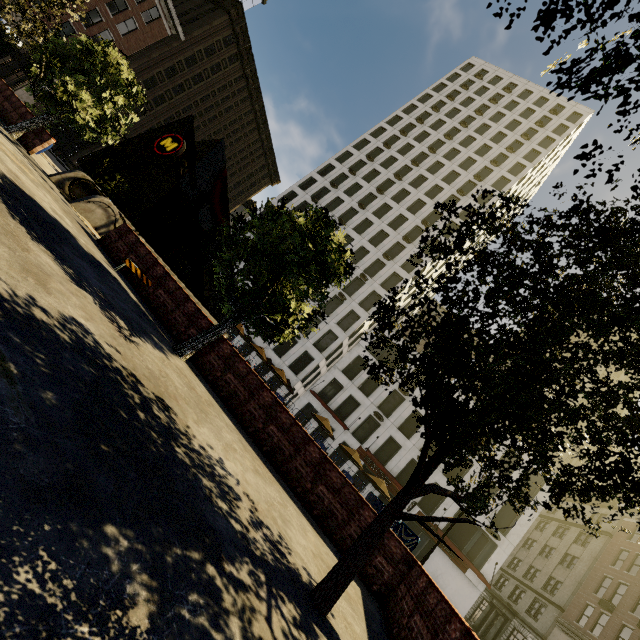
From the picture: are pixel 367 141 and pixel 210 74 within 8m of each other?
no

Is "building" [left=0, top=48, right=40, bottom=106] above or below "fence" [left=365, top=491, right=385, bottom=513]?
above

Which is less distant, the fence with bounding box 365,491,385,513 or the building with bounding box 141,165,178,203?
the fence with bounding box 365,491,385,513

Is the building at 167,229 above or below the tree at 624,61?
above

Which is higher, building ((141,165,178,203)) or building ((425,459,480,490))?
building ((141,165,178,203))

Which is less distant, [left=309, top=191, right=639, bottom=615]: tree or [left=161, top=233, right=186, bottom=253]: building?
[left=309, top=191, right=639, bottom=615]: tree

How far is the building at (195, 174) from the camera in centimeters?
5125cm

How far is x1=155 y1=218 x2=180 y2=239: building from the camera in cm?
5406
